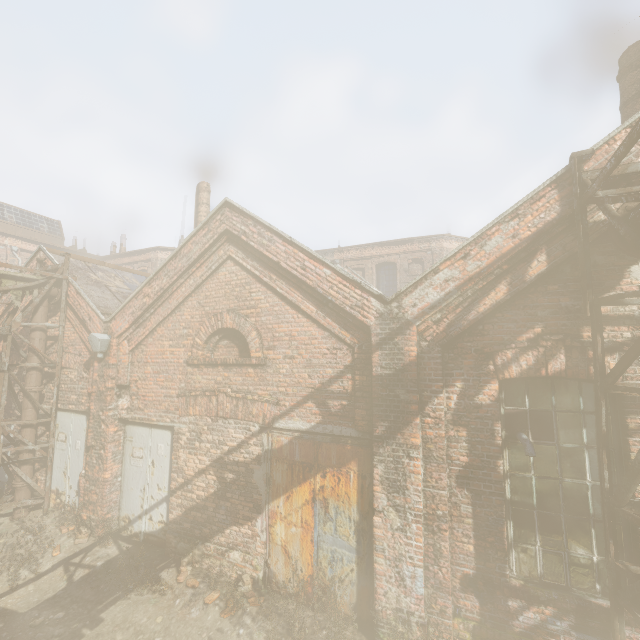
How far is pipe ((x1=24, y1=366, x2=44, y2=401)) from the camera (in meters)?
8.26

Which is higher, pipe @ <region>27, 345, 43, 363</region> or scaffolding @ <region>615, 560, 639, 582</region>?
pipe @ <region>27, 345, 43, 363</region>

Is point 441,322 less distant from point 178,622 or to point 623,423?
point 623,423

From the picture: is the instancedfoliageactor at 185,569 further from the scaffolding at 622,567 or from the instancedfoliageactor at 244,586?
the scaffolding at 622,567

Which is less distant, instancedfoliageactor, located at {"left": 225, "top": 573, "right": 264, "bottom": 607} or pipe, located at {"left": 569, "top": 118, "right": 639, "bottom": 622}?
pipe, located at {"left": 569, "top": 118, "right": 639, "bottom": 622}

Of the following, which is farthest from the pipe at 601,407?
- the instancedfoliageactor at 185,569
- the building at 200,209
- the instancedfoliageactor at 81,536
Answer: the building at 200,209

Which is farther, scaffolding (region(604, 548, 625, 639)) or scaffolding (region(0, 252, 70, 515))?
scaffolding (region(0, 252, 70, 515))

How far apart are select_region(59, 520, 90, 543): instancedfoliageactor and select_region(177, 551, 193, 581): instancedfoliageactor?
2.2m
